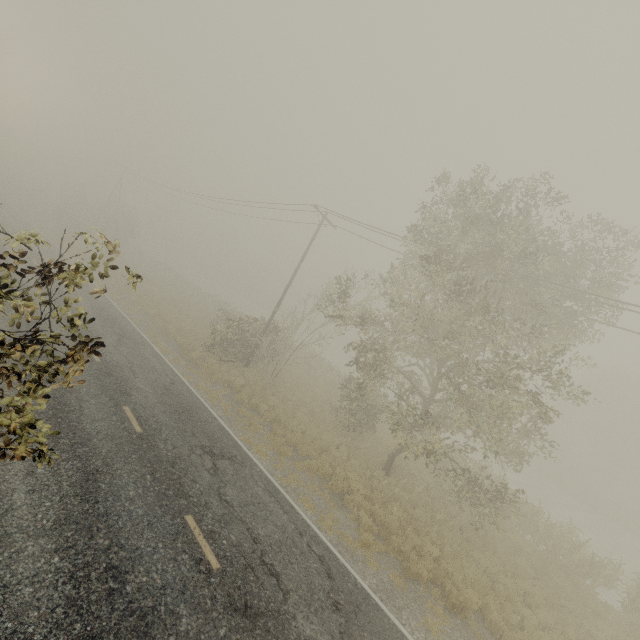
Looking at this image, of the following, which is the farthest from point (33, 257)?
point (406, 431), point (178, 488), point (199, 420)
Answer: point (406, 431)
